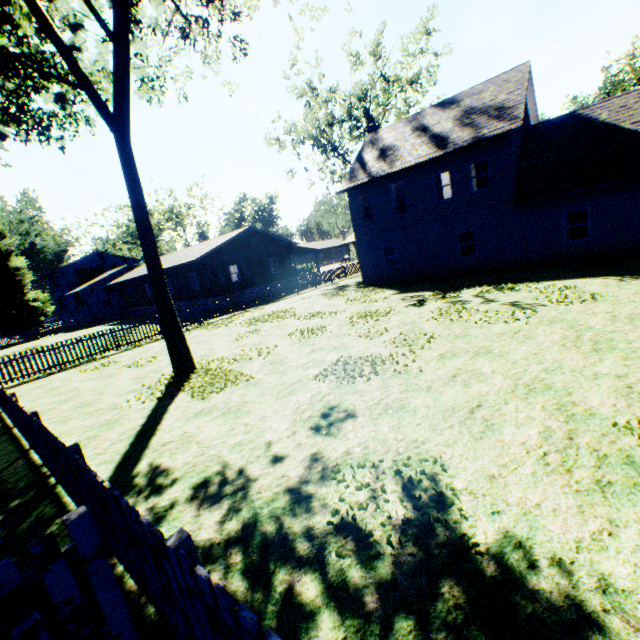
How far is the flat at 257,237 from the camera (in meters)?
27.80

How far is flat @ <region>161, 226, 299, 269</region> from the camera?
27.8 meters

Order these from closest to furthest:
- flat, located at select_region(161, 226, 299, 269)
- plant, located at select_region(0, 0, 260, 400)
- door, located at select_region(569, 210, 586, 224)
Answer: plant, located at select_region(0, 0, 260, 400), door, located at select_region(569, 210, 586, 224), flat, located at select_region(161, 226, 299, 269)

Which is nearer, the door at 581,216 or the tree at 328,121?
the door at 581,216

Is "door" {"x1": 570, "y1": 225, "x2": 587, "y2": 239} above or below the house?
below

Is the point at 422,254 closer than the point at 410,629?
No

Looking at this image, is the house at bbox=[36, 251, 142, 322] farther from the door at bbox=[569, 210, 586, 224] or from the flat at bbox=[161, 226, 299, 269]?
the door at bbox=[569, 210, 586, 224]

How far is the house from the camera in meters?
41.6 m
